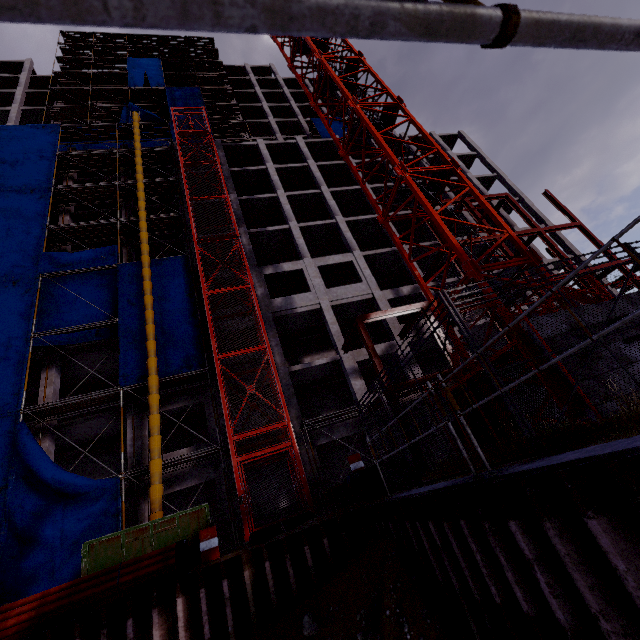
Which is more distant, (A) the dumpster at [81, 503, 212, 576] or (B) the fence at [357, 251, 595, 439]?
(A) the dumpster at [81, 503, 212, 576]

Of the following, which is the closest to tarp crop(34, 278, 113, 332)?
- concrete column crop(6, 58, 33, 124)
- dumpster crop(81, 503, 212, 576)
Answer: dumpster crop(81, 503, 212, 576)

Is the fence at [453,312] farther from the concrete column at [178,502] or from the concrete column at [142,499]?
the concrete column at [178,502]

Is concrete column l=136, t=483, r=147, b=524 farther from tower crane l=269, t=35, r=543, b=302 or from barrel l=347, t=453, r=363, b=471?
tower crane l=269, t=35, r=543, b=302

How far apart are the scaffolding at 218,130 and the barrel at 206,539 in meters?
39.1 m

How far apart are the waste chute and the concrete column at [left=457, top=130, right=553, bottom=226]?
33.7 meters

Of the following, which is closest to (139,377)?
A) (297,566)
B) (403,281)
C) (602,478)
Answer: (297,566)

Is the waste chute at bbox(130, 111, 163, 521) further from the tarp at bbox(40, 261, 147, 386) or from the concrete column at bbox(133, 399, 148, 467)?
the concrete column at bbox(133, 399, 148, 467)
